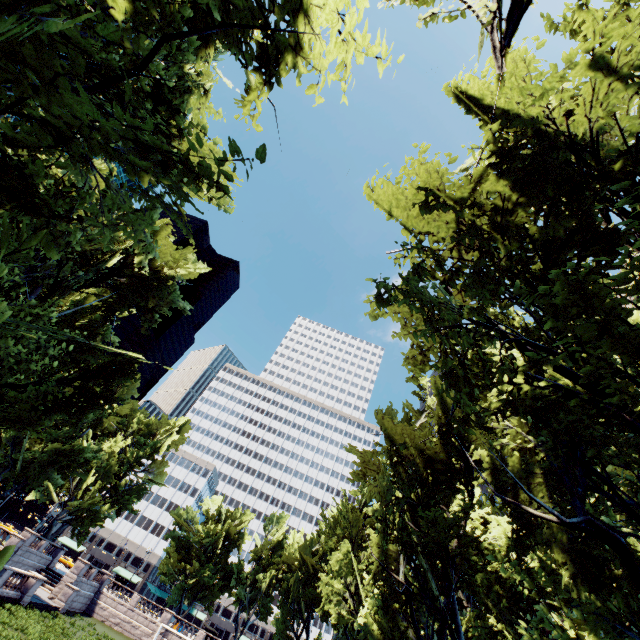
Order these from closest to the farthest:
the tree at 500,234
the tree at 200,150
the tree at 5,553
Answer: the tree at 5,553 → the tree at 200,150 → the tree at 500,234

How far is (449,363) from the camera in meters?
8.0 m

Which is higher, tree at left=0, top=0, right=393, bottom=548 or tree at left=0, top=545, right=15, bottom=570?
tree at left=0, top=0, right=393, bottom=548

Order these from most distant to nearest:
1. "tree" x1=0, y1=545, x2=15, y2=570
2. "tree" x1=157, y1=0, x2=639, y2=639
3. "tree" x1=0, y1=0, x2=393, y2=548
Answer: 1. "tree" x1=157, y1=0, x2=639, y2=639
2. "tree" x1=0, y1=0, x2=393, y2=548
3. "tree" x1=0, y1=545, x2=15, y2=570

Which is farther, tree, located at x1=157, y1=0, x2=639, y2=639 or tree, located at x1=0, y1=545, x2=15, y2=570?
tree, located at x1=157, y1=0, x2=639, y2=639

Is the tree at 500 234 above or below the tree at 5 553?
above
